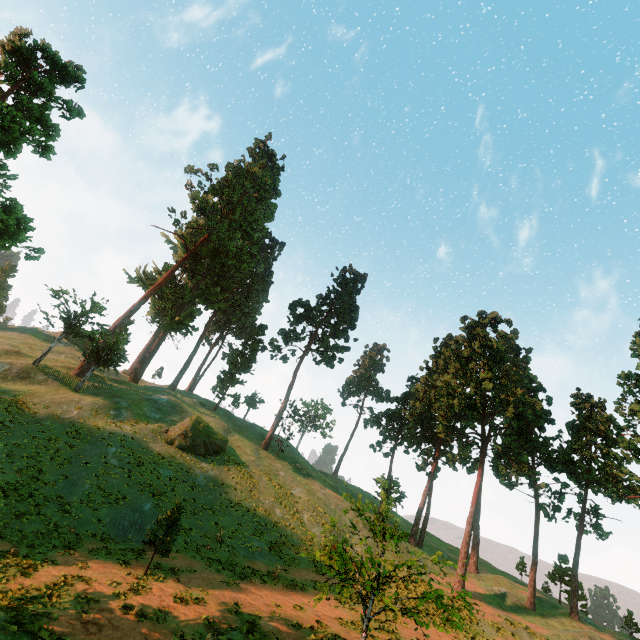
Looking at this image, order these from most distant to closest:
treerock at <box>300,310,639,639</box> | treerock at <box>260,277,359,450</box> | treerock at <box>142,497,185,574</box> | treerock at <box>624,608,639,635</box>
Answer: treerock at <box>260,277,359,450</box>
treerock at <box>624,608,639,635</box>
treerock at <box>142,497,185,574</box>
treerock at <box>300,310,639,639</box>

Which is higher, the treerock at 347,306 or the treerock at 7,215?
the treerock at 347,306

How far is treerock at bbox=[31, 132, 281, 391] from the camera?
37.8 meters

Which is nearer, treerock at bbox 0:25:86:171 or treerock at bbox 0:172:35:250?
treerock at bbox 0:172:35:250

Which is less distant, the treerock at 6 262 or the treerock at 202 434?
the treerock at 202 434

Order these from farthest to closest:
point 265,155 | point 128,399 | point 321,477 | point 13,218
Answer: point 265,155 < point 321,477 < point 128,399 < point 13,218
